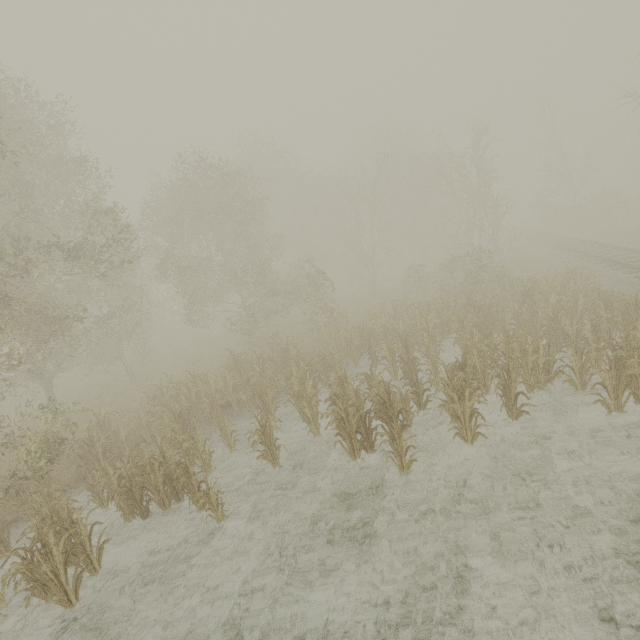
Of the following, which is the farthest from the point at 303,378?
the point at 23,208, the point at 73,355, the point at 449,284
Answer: the point at 449,284
